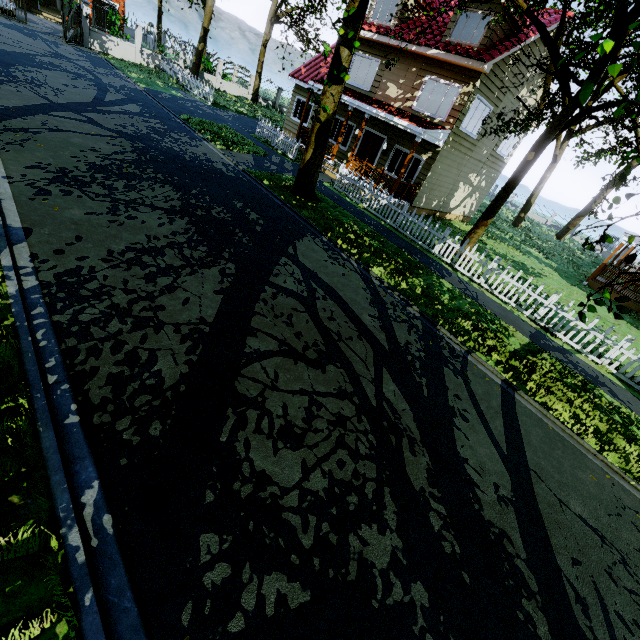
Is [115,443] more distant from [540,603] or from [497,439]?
[497,439]

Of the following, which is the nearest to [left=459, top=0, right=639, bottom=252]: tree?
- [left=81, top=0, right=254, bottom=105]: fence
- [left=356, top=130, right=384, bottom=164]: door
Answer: [left=81, top=0, right=254, bottom=105]: fence

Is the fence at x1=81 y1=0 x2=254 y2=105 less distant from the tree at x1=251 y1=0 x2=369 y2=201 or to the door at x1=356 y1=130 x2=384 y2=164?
the tree at x1=251 y1=0 x2=369 y2=201

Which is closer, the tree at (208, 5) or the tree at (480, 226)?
the tree at (480, 226)

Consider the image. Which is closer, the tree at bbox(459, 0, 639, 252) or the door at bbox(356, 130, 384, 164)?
the tree at bbox(459, 0, 639, 252)

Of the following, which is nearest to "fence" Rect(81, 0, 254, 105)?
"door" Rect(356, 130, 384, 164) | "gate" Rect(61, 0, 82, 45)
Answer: "gate" Rect(61, 0, 82, 45)

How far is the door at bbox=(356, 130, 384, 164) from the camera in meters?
17.0
